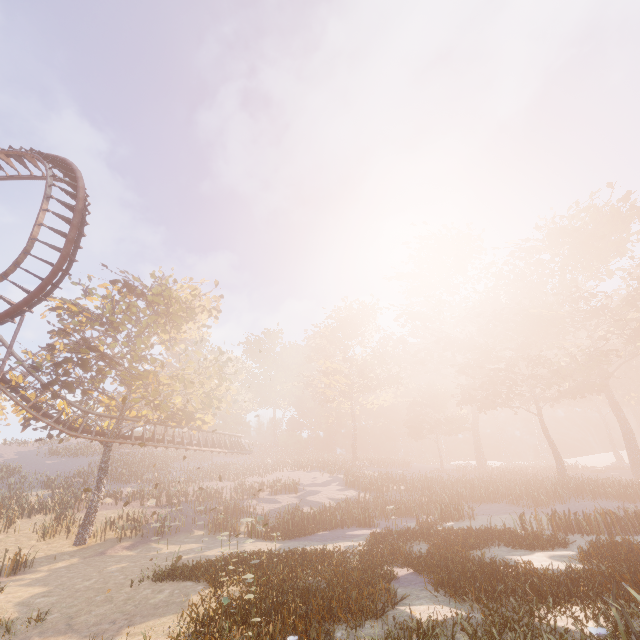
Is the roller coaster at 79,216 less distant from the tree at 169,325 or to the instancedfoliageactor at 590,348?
the tree at 169,325

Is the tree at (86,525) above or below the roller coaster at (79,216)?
below

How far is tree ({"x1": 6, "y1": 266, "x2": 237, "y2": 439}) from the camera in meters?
21.6

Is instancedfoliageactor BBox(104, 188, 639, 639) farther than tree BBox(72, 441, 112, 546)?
No

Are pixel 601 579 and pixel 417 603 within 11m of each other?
yes

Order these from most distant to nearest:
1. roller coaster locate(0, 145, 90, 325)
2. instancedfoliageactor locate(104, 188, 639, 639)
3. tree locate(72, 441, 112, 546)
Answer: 1. tree locate(72, 441, 112, 546)
2. roller coaster locate(0, 145, 90, 325)
3. instancedfoliageactor locate(104, 188, 639, 639)
